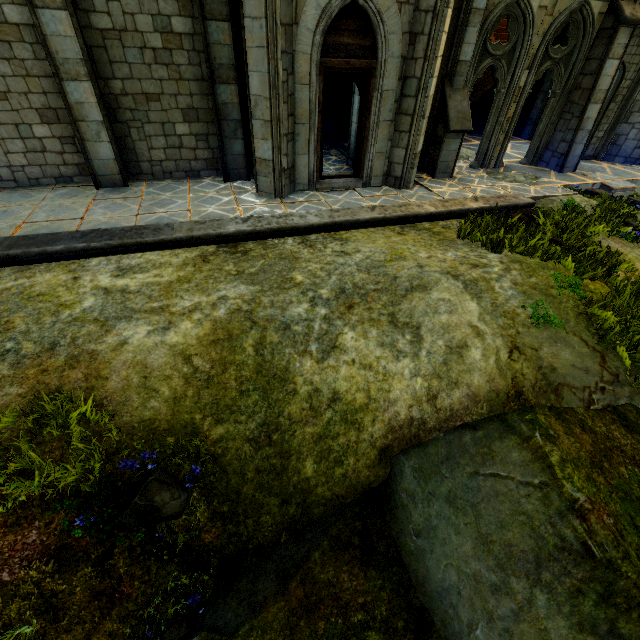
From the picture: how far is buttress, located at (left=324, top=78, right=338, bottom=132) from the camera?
13.7m

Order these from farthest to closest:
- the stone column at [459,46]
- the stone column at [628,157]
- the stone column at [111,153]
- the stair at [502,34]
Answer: the stair at [502,34]
the stone column at [628,157]
the stone column at [459,46]
the stone column at [111,153]

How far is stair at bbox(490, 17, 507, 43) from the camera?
16.45m

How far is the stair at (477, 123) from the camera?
15.7 meters

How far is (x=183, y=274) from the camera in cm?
571

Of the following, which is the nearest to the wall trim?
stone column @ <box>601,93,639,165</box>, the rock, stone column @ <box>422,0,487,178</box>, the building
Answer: the building

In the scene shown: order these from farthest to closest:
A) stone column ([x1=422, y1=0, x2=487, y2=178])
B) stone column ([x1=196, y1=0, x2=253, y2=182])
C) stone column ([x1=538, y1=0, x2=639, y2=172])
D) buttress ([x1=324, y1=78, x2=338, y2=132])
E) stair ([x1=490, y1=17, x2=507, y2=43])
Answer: stair ([x1=490, y1=17, x2=507, y2=43]) → buttress ([x1=324, y1=78, x2=338, y2=132]) → stone column ([x1=538, y1=0, x2=639, y2=172]) → stone column ([x1=422, y1=0, x2=487, y2=178]) → stone column ([x1=196, y1=0, x2=253, y2=182])
